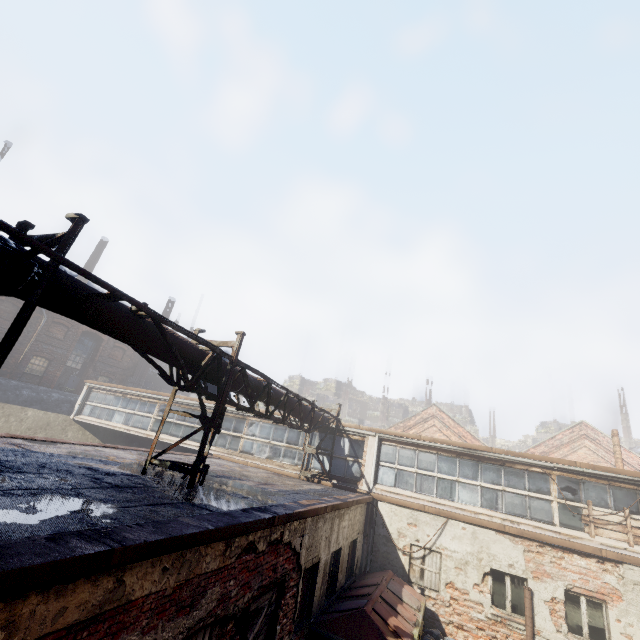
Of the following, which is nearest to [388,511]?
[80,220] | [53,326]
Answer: [80,220]

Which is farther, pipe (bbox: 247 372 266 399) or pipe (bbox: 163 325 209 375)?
pipe (bbox: 247 372 266 399)

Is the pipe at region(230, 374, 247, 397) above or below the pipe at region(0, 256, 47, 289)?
below

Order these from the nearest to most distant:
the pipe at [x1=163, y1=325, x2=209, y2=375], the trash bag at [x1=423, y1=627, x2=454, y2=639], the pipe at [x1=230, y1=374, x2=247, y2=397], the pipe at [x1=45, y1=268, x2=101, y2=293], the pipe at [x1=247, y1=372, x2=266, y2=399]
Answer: the pipe at [x1=45, y1=268, x2=101, y2=293], the pipe at [x1=163, y1=325, x2=209, y2=375], the pipe at [x1=230, y1=374, x2=247, y2=397], the pipe at [x1=247, y1=372, x2=266, y2=399], the trash bag at [x1=423, y1=627, x2=454, y2=639]

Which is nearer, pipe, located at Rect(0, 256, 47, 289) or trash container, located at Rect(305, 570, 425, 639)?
pipe, located at Rect(0, 256, 47, 289)

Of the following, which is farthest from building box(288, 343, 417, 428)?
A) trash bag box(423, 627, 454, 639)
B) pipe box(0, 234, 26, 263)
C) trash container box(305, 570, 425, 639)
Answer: trash bag box(423, 627, 454, 639)

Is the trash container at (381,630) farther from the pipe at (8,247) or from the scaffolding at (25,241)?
the pipe at (8,247)

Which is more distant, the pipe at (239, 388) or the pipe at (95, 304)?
the pipe at (239, 388)
